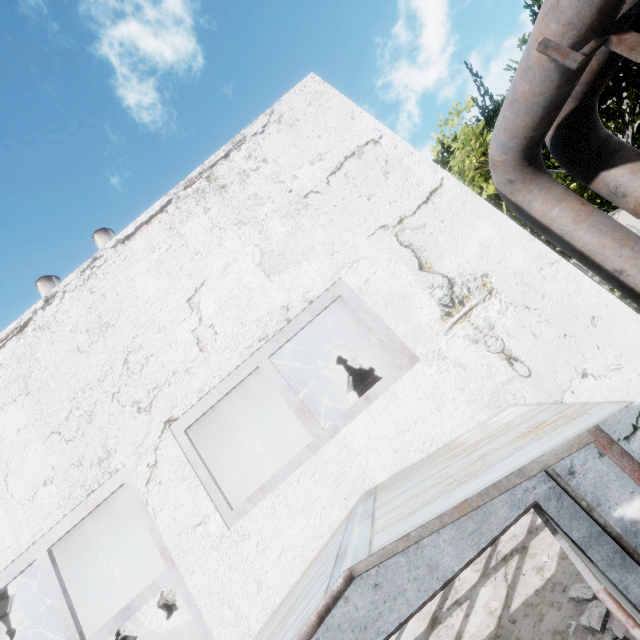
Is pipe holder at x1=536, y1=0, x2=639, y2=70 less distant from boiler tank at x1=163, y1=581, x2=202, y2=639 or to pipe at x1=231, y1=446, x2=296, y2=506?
pipe at x1=231, y1=446, x2=296, y2=506

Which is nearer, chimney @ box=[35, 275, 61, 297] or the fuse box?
the fuse box

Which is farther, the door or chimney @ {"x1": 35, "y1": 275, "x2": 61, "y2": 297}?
chimney @ {"x1": 35, "y1": 275, "x2": 61, "y2": 297}

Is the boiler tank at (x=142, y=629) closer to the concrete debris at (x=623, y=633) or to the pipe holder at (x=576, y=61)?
the concrete debris at (x=623, y=633)

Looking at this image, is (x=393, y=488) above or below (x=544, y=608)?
above

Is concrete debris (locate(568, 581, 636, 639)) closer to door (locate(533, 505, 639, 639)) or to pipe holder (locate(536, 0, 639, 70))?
door (locate(533, 505, 639, 639))

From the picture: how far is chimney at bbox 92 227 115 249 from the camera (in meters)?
30.14

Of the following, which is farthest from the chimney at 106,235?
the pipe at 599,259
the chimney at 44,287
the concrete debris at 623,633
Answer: the concrete debris at 623,633
